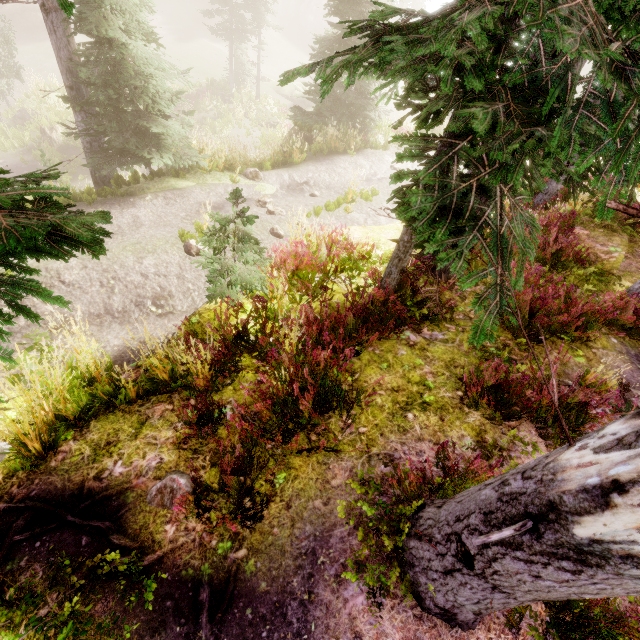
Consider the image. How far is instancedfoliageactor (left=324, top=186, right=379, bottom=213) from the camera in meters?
10.6

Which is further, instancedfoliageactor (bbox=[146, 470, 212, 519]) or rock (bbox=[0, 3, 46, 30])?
rock (bbox=[0, 3, 46, 30])

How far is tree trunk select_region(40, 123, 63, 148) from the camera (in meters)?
19.14

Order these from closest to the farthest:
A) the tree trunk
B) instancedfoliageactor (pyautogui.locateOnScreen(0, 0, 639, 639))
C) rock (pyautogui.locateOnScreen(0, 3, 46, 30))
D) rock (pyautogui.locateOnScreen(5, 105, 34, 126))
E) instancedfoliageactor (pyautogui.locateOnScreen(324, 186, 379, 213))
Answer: instancedfoliageactor (pyautogui.locateOnScreen(0, 0, 639, 639)) → instancedfoliageactor (pyautogui.locateOnScreen(324, 186, 379, 213)) → the tree trunk → rock (pyautogui.locateOnScreen(5, 105, 34, 126)) → rock (pyautogui.locateOnScreen(0, 3, 46, 30))

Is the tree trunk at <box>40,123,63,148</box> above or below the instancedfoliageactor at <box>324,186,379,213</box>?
below

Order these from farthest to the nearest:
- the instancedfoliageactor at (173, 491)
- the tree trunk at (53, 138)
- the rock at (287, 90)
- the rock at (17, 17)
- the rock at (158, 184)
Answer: the rock at (287, 90)
the rock at (17, 17)
the tree trunk at (53, 138)
the rock at (158, 184)
the instancedfoliageactor at (173, 491)

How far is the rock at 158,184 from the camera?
9.4 meters

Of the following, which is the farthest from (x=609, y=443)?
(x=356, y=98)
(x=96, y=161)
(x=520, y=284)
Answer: (x=356, y=98)
